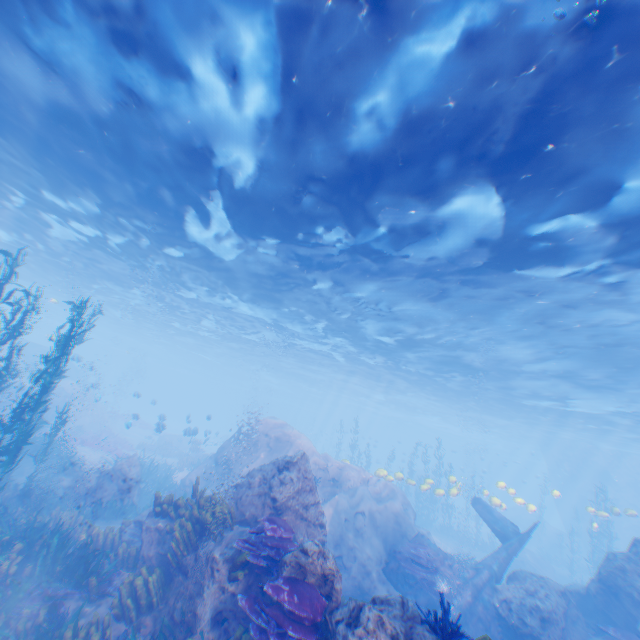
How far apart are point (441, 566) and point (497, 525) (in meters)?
5.15

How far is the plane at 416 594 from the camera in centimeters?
1184cm

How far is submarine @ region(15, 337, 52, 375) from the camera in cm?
2247

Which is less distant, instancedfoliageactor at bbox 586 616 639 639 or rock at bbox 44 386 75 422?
instancedfoliageactor at bbox 586 616 639 639

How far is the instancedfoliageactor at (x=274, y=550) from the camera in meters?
6.4

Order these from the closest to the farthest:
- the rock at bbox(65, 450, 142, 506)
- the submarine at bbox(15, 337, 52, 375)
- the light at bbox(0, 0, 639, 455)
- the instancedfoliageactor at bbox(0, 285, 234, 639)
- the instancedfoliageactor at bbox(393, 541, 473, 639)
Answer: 1. the instancedfoliageactor at bbox(393, 541, 473, 639)
2. the light at bbox(0, 0, 639, 455)
3. the instancedfoliageactor at bbox(0, 285, 234, 639)
4. the rock at bbox(65, 450, 142, 506)
5. the submarine at bbox(15, 337, 52, 375)

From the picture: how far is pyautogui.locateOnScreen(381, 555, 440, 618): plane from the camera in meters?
11.8 m

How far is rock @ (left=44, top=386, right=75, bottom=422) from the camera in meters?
24.2
